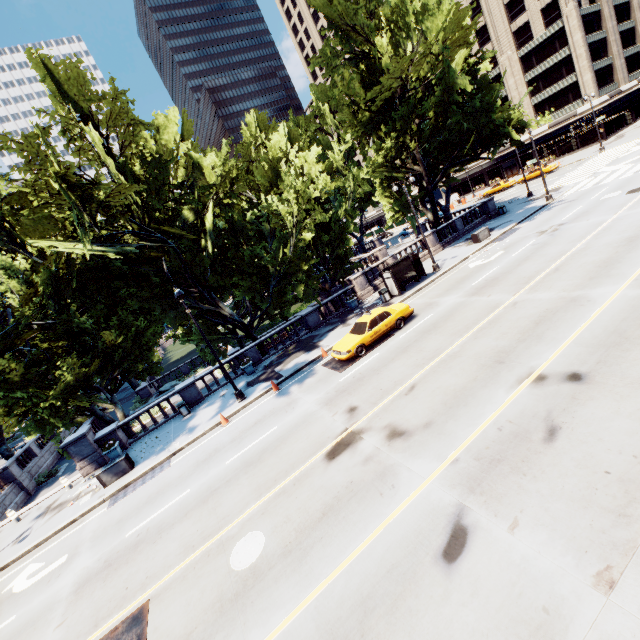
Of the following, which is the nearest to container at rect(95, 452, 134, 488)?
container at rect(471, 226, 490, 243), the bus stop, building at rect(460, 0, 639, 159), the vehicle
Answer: the vehicle

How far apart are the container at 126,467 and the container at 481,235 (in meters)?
29.30

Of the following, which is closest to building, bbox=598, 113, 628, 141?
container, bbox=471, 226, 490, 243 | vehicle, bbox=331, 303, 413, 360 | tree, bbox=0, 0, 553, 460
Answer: tree, bbox=0, 0, 553, 460

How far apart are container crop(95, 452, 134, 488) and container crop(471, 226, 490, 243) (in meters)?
29.30

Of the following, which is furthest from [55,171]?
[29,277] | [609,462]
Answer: [609,462]

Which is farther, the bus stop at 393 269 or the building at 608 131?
the building at 608 131

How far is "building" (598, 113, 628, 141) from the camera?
49.19m

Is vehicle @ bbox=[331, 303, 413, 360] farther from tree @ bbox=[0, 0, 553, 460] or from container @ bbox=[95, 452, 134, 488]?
container @ bbox=[95, 452, 134, 488]
